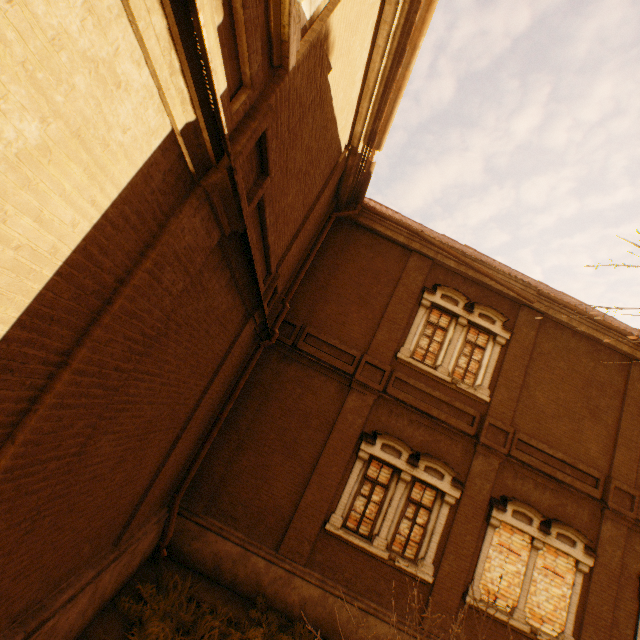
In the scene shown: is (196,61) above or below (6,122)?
above

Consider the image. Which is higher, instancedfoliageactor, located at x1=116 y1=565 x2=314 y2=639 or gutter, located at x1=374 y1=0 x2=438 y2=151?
gutter, located at x1=374 y1=0 x2=438 y2=151

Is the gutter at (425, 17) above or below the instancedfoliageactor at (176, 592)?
above
